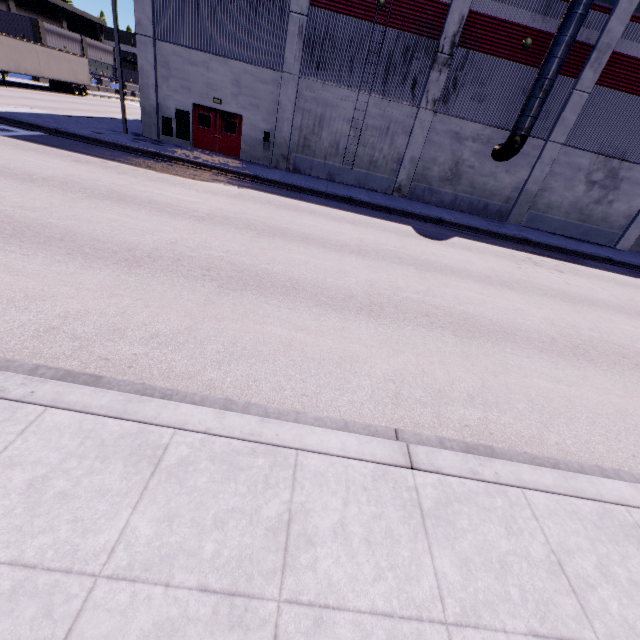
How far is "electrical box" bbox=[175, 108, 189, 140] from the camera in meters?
19.0 m

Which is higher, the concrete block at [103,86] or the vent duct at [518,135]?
the vent duct at [518,135]

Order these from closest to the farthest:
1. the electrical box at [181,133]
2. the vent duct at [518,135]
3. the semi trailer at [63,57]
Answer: the vent duct at [518,135] < the electrical box at [181,133] < the semi trailer at [63,57]

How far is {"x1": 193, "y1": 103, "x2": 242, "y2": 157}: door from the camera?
19.2 meters

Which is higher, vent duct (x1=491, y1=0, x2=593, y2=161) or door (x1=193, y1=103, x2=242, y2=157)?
vent duct (x1=491, y1=0, x2=593, y2=161)

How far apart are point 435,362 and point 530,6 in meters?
21.5

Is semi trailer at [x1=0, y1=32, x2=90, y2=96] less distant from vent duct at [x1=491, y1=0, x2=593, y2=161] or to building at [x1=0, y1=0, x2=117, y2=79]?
building at [x1=0, y1=0, x2=117, y2=79]

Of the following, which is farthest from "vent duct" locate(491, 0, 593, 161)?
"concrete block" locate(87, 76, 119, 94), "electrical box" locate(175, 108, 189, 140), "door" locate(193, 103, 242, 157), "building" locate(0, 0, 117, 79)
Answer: "concrete block" locate(87, 76, 119, 94)
